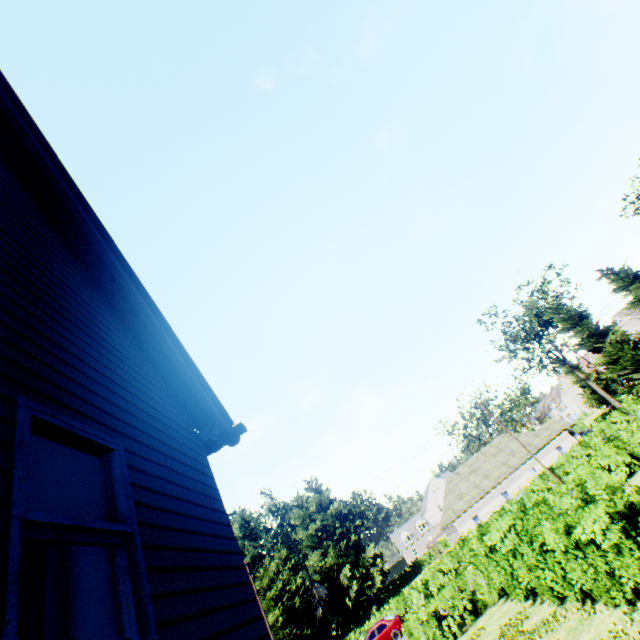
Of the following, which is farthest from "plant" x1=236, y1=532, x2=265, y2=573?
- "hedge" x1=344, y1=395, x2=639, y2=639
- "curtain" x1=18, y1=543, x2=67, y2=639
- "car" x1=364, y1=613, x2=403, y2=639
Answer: "car" x1=364, y1=613, x2=403, y2=639

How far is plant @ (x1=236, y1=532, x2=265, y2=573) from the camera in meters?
55.3

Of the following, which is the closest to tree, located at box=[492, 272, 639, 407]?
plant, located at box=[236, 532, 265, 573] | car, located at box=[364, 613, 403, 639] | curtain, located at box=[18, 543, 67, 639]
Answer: plant, located at box=[236, 532, 265, 573]

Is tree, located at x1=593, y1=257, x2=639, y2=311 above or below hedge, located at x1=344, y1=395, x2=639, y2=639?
above

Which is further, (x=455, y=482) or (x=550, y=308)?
(x=455, y=482)

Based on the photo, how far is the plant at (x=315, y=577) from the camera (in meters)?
53.75

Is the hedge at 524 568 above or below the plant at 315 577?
below
